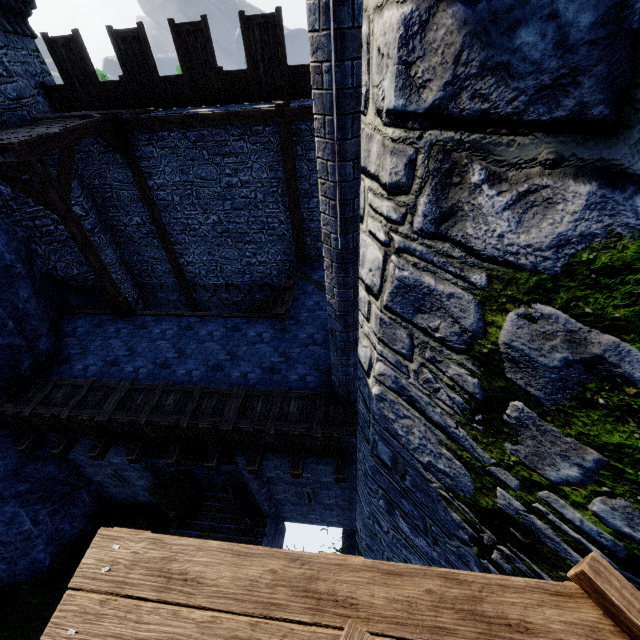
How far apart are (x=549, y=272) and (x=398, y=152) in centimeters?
115cm

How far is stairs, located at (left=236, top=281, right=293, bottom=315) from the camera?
9.77m

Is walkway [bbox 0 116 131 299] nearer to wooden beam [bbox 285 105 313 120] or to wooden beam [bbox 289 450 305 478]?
wooden beam [bbox 285 105 313 120]

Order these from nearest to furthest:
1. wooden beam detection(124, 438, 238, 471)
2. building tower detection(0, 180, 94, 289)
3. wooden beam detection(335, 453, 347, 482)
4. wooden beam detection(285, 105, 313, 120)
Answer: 1. wooden beam detection(335, 453, 347, 482)
2. wooden beam detection(124, 438, 238, 471)
3. wooden beam detection(285, 105, 313, 120)
4. building tower detection(0, 180, 94, 289)

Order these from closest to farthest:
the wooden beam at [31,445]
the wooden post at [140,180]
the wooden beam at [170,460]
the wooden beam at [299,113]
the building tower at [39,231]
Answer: the wooden beam at [170,460] → the wooden beam at [31,445] → the wooden beam at [299,113] → the building tower at [39,231] → the wooden post at [140,180]

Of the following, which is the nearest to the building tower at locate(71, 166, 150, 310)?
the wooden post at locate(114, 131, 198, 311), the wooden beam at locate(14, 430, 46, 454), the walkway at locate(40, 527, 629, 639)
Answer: the wooden post at locate(114, 131, 198, 311)

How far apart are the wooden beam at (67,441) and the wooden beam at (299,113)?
10.1m

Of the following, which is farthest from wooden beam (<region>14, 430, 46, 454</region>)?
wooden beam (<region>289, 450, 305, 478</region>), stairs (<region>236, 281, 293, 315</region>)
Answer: wooden beam (<region>289, 450, 305, 478</region>)
